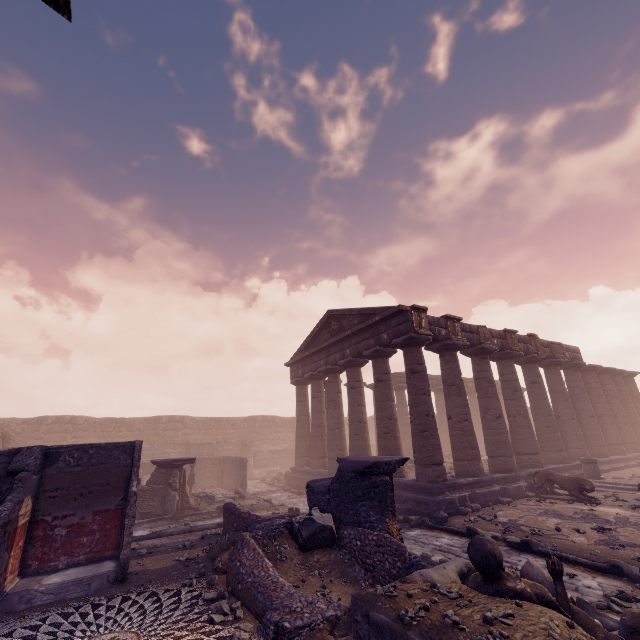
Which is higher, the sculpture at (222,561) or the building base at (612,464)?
the building base at (612,464)

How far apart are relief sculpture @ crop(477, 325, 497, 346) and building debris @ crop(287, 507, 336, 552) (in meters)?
10.94

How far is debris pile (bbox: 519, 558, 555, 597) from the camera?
4.5 meters

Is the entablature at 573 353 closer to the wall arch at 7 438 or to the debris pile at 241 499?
the debris pile at 241 499

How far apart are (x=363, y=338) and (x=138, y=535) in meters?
11.5

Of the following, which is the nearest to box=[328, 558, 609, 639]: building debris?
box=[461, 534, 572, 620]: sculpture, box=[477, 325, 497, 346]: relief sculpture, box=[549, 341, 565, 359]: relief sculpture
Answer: box=[461, 534, 572, 620]: sculpture

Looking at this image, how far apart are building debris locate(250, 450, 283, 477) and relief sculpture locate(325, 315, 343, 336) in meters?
14.4

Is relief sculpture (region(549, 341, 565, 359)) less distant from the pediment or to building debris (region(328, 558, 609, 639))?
the pediment
